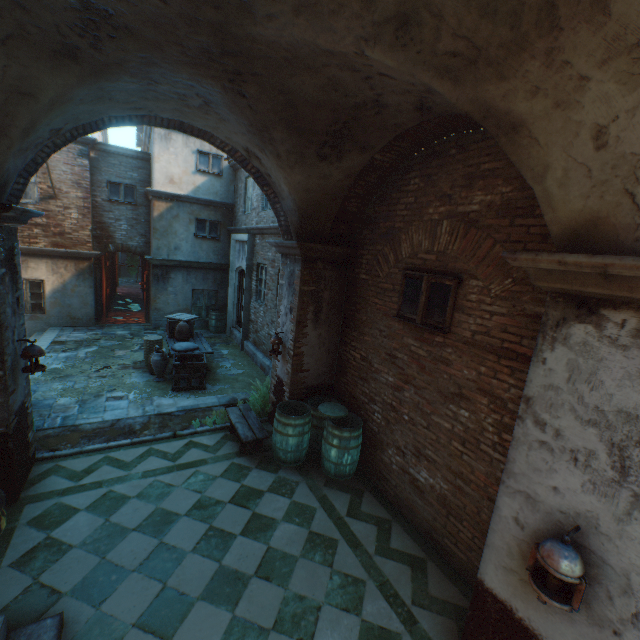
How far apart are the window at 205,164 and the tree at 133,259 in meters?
26.9 m

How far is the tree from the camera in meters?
34.8 m

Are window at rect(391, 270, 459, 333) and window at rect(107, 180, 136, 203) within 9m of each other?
no

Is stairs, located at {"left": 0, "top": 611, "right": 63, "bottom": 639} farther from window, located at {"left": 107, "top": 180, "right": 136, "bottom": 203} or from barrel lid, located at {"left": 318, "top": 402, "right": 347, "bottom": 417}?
window, located at {"left": 107, "top": 180, "right": 136, "bottom": 203}

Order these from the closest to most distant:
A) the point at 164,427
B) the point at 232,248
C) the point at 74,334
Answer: the point at 164,427 → the point at 74,334 → the point at 232,248

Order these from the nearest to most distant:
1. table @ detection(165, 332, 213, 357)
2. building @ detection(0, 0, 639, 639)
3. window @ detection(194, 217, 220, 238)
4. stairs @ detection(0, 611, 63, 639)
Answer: building @ detection(0, 0, 639, 639)
stairs @ detection(0, 611, 63, 639)
table @ detection(165, 332, 213, 357)
window @ detection(194, 217, 220, 238)

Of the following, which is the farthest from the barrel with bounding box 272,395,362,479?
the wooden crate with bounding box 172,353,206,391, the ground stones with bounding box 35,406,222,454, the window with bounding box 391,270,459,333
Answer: the wooden crate with bounding box 172,353,206,391

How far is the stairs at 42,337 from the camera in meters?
10.3 m
